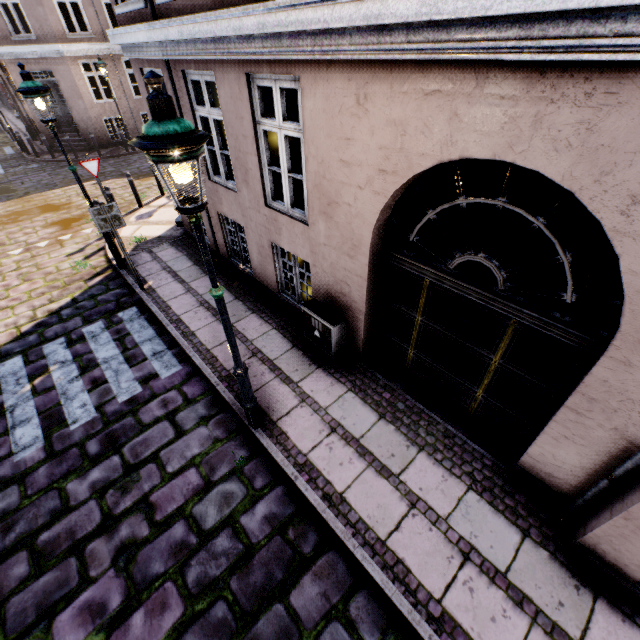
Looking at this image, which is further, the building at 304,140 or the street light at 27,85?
the street light at 27,85

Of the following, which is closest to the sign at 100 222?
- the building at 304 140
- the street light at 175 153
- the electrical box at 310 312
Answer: the street light at 175 153

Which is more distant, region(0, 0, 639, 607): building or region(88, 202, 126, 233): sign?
region(88, 202, 126, 233): sign

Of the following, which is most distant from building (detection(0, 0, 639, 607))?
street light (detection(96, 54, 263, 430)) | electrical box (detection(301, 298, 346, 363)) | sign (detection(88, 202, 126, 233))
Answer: sign (detection(88, 202, 126, 233))

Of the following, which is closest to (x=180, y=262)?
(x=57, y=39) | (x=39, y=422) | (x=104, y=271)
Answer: (x=104, y=271)

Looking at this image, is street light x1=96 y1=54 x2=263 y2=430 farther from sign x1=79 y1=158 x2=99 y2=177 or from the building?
sign x1=79 y1=158 x2=99 y2=177

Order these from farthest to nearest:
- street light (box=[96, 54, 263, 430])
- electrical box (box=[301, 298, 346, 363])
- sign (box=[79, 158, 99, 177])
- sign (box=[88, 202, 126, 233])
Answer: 1. sign (box=[79, 158, 99, 177])
2. sign (box=[88, 202, 126, 233])
3. electrical box (box=[301, 298, 346, 363])
4. street light (box=[96, 54, 263, 430])
